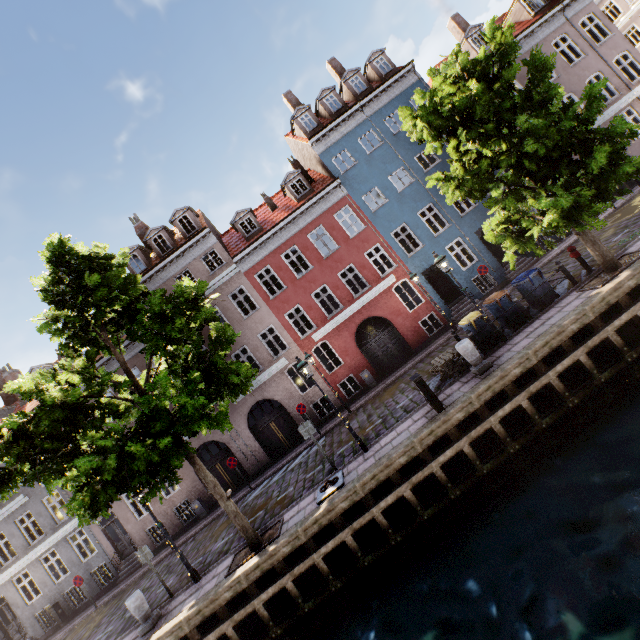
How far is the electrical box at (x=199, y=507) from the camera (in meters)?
18.12

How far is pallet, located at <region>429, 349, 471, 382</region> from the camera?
11.05m

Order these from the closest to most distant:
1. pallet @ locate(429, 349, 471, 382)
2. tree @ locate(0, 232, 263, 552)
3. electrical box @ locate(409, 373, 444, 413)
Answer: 1. tree @ locate(0, 232, 263, 552)
2. electrical box @ locate(409, 373, 444, 413)
3. pallet @ locate(429, 349, 471, 382)

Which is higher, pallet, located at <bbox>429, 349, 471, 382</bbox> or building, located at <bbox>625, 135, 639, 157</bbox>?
building, located at <bbox>625, 135, 639, 157</bbox>

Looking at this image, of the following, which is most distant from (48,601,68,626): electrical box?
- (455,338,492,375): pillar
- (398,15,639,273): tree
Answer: (455,338,492,375): pillar

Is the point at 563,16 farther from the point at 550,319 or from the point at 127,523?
the point at 127,523

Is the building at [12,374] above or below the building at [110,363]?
above

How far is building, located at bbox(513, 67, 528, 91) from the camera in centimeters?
1861cm
